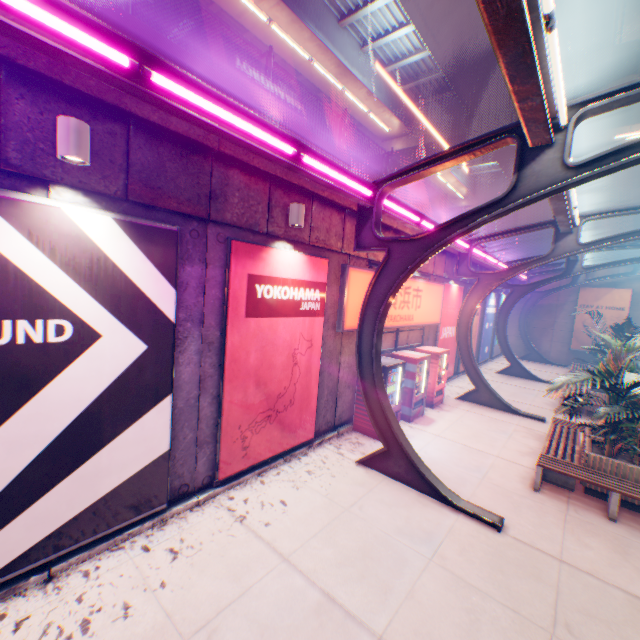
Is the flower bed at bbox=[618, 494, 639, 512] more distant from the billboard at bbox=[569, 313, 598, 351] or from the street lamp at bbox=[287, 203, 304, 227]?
the billboard at bbox=[569, 313, 598, 351]

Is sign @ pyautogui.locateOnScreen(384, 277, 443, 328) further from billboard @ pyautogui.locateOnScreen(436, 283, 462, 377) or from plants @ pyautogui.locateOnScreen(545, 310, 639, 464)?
plants @ pyautogui.locateOnScreen(545, 310, 639, 464)

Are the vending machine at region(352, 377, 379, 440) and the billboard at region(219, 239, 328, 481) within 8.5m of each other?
yes

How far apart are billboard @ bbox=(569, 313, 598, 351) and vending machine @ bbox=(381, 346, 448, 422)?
18.1 meters

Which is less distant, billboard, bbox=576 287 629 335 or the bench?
the bench

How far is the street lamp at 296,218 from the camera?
6.10m

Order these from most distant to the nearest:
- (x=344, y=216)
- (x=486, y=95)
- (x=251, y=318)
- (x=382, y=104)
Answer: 1. (x=382, y=104)
2. (x=486, y=95)
3. (x=344, y=216)
4. (x=251, y=318)

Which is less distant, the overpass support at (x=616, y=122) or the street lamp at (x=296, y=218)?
the street lamp at (x=296, y=218)
